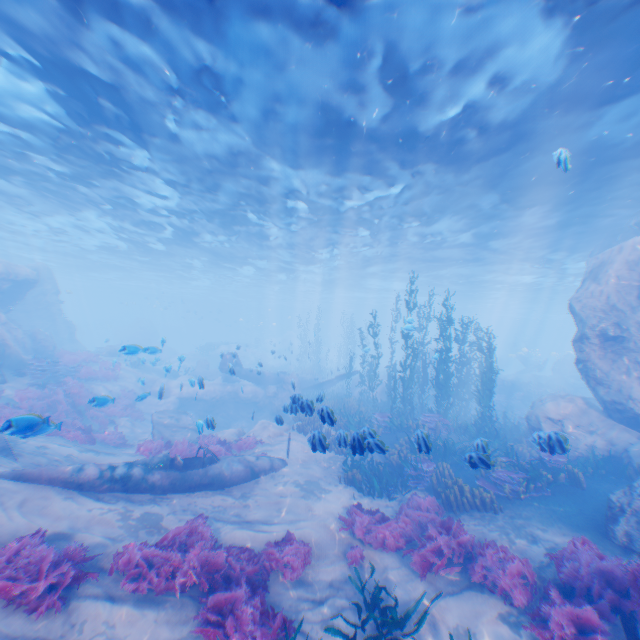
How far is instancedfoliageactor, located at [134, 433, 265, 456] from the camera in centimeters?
1193cm

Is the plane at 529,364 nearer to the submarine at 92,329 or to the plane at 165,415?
the submarine at 92,329

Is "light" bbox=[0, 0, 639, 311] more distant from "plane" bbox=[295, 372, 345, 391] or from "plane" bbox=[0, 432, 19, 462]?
"plane" bbox=[0, 432, 19, 462]

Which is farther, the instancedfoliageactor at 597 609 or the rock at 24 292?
the rock at 24 292

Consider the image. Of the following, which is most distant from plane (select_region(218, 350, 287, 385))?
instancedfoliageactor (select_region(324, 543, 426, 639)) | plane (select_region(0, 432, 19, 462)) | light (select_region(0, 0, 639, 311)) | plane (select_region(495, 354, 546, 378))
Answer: plane (select_region(495, 354, 546, 378))

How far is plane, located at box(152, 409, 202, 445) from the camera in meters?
13.8

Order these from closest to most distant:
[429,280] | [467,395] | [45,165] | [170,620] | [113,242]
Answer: [170,620], [45,165], [467,395], [113,242], [429,280]

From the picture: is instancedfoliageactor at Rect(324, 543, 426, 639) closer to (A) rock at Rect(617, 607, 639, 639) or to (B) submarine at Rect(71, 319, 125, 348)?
(A) rock at Rect(617, 607, 639, 639)
